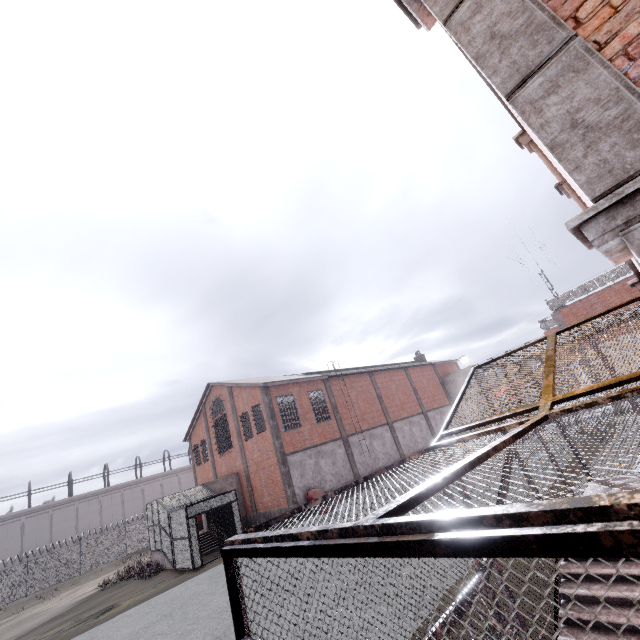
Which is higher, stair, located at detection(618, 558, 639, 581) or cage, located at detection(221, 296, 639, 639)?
cage, located at detection(221, 296, 639, 639)

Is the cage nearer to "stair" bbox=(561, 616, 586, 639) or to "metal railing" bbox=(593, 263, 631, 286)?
"stair" bbox=(561, 616, 586, 639)

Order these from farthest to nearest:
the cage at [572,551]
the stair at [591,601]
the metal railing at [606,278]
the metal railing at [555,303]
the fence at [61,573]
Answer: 1. the fence at [61,573]
2. the metal railing at [555,303]
3. the metal railing at [606,278]
4. the stair at [591,601]
5. the cage at [572,551]

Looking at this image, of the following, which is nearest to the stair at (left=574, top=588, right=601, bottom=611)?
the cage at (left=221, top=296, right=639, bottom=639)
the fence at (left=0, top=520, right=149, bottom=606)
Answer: the cage at (left=221, top=296, right=639, bottom=639)

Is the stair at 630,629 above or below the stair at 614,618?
below

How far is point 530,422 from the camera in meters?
3.1

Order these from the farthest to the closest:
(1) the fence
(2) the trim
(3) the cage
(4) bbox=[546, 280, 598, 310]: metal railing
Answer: (1) the fence → (4) bbox=[546, 280, 598, 310]: metal railing → (2) the trim → (3) the cage

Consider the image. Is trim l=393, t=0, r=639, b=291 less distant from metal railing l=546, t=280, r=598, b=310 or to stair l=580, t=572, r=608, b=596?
stair l=580, t=572, r=608, b=596
